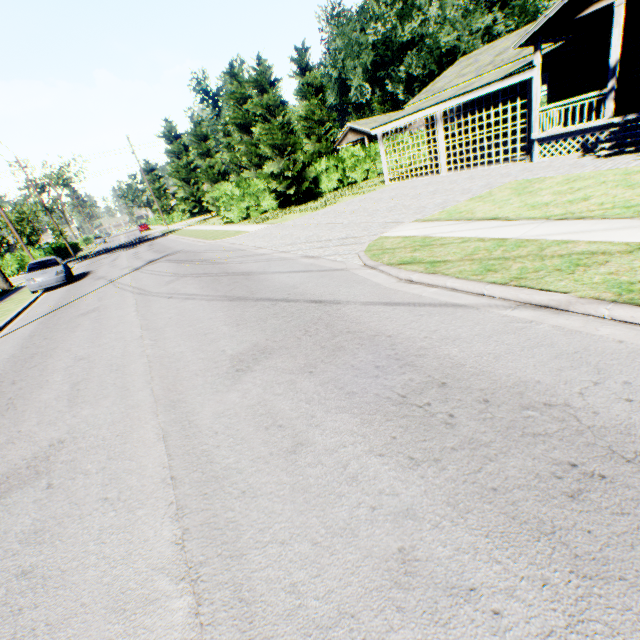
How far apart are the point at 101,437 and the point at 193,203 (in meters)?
43.32

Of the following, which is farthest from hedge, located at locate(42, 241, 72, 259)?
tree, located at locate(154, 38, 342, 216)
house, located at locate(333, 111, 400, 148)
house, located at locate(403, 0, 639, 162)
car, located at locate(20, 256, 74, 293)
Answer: house, located at locate(403, 0, 639, 162)

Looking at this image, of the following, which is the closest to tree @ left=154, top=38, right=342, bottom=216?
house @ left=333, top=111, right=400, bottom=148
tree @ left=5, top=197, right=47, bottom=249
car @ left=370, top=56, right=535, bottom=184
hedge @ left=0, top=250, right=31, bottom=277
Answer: car @ left=370, top=56, right=535, bottom=184

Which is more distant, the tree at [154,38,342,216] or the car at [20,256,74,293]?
the tree at [154,38,342,216]

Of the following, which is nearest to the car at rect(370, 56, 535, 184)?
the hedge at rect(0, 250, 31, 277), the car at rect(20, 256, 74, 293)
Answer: the car at rect(20, 256, 74, 293)

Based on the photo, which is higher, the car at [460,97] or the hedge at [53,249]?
the car at [460,97]

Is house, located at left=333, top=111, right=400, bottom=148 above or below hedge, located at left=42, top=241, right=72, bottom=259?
above

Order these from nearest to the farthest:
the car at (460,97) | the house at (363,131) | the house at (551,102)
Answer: the house at (551,102), the car at (460,97), the house at (363,131)
